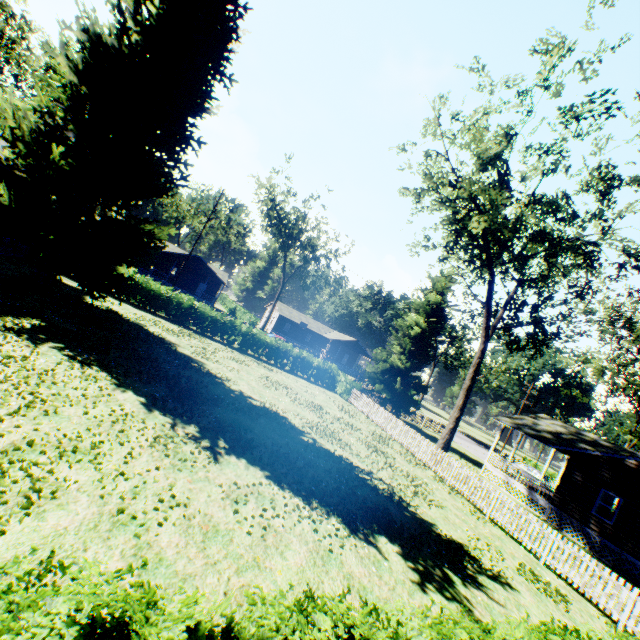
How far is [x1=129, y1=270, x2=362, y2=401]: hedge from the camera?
24.05m

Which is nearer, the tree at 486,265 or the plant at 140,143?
the plant at 140,143

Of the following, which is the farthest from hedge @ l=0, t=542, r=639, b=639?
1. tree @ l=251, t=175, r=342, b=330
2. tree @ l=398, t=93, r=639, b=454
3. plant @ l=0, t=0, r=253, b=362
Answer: tree @ l=251, t=175, r=342, b=330

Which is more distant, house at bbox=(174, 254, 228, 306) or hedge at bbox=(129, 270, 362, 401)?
house at bbox=(174, 254, 228, 306)

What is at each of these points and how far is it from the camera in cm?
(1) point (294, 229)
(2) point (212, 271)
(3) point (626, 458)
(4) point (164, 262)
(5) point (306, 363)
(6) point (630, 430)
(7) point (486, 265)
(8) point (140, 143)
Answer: (1) tree, 4509
(2) house, 4869
(3) house, 1834
(4) house, 5059
(5) hedge, 2908
(6) plant, 3553
(7) tree, 2064
(8) plant, 1345

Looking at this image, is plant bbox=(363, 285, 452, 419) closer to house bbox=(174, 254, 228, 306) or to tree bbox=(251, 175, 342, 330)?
tree bbox=(251, 175, 342, 330)

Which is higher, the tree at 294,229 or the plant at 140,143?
the tree at 294,229

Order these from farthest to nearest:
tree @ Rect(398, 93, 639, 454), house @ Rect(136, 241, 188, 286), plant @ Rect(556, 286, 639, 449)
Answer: house @ Rect(136, 241, 188, 286)
plant @ Rect(556, 286, 639, 449)
tree @ Rect(398, 93, 639, 454)
